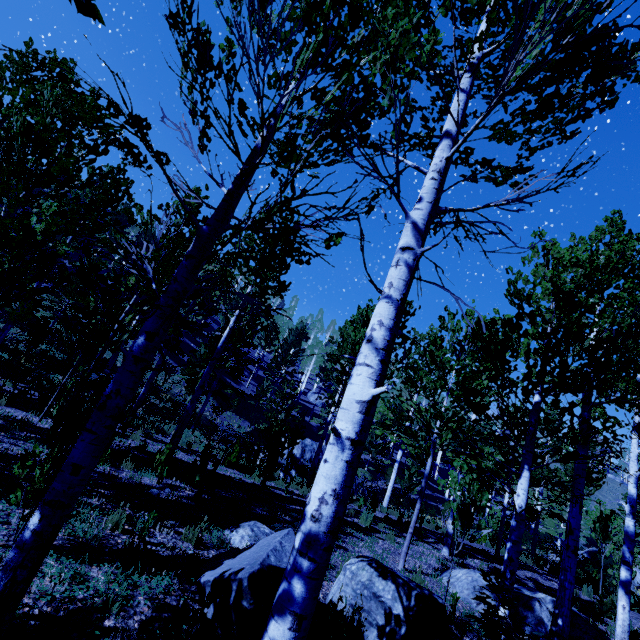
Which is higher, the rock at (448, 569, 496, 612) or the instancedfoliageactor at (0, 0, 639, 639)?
the instancedfoliageactor at (0, 0, 639, 639)

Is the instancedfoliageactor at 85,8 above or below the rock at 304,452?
above

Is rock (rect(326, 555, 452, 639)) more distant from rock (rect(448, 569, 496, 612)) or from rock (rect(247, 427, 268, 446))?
rock (rect(247, 427, 268, 446))

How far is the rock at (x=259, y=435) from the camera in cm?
2081

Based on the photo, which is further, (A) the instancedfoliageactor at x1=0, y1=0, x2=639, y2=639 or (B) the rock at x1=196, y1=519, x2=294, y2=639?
(B) the rock at x1=196, y1=519, x2=294, y2=639

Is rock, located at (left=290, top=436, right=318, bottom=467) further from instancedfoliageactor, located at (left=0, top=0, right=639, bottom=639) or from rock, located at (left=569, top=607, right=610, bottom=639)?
rock, located at (left=569, top=607, right=610, bottom=639)

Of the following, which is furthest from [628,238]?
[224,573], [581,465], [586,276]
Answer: [224,573]
